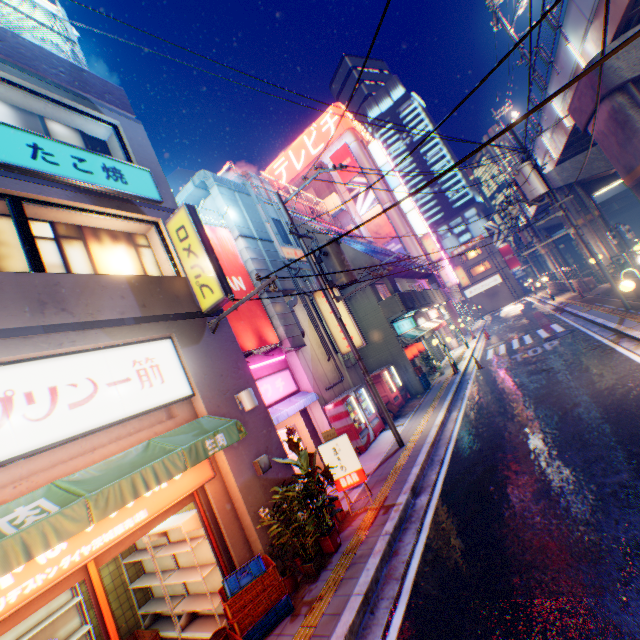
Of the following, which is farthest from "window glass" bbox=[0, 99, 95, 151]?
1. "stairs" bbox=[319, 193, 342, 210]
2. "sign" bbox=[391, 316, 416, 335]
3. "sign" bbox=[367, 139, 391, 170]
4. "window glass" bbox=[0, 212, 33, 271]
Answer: "sign" bbox=[367, 139, 391, 170]

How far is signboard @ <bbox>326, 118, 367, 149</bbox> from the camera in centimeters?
4009cm

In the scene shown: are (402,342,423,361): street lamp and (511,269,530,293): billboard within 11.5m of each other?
no

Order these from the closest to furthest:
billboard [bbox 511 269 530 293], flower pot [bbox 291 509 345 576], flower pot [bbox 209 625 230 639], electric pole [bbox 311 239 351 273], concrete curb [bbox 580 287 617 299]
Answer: flower pot [bbox 209 625 230 639] < flower pot [bbox 291 509 345 576] < electric pole [bbox 311 239 351 273] < concrete curb [bbox 580 287 617 299] < billboard [bbox 511 269 530 293]

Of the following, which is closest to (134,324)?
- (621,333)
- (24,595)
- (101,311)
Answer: (101,311)

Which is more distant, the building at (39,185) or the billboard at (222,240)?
the billboard at (222,240)

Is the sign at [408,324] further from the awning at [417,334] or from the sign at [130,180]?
the sign at [130,180]
